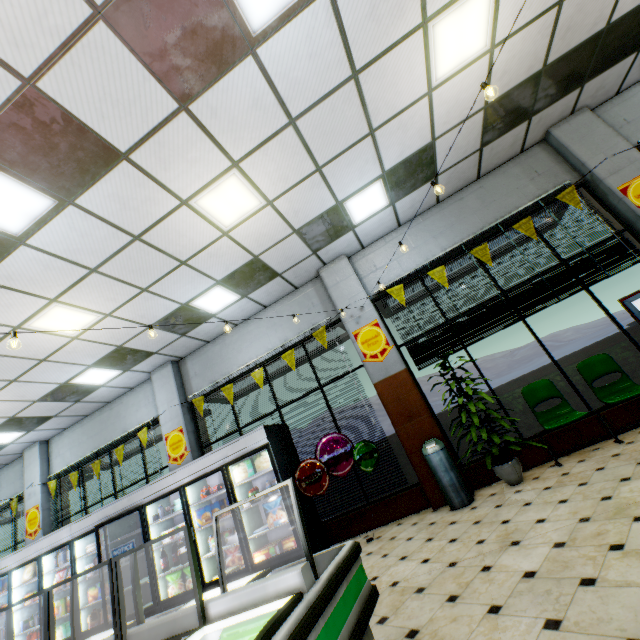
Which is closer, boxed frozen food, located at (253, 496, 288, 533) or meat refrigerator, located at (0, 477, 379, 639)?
meat refrigerator, located at (0, 477, 379, 639)

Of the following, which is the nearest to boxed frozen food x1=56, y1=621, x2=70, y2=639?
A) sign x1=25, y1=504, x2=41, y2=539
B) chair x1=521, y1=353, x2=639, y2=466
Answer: sign x1=25, y1=504, x2=41, y2=539

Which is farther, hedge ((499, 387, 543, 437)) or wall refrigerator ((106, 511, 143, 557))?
wall refrigerator ((106, 511, 143, 557))

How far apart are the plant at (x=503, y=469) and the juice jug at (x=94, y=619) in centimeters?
774cm

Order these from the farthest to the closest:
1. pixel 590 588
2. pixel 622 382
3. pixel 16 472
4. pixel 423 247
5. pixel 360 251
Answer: pixel 16 472, pixel 360 251, pixel 423 247, pixel 622 382, pixel 590 588

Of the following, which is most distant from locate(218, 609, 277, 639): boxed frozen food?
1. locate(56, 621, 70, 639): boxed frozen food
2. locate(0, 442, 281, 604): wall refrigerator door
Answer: locate(56, 621, 70, 639): boxed frozen food

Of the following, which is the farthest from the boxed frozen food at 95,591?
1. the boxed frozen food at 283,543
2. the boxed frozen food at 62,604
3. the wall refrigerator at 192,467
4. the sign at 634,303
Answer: the sign at 634,303

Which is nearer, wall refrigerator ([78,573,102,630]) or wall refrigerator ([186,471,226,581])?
wall refrigerator ([186,471,226,581])
